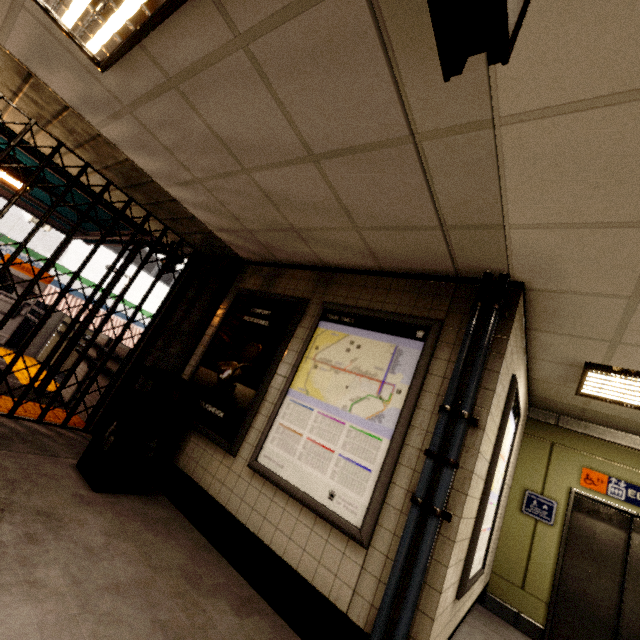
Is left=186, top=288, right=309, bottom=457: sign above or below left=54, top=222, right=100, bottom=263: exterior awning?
below

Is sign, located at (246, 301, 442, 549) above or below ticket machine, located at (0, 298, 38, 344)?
above

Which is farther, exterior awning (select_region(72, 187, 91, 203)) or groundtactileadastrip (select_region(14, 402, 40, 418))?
exterior awning (select_region(72, 187, 91, 203))

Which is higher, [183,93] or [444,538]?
[183,93]

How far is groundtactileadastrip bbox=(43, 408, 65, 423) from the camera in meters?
4.2 m

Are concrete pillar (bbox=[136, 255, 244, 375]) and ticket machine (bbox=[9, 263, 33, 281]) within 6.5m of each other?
yes

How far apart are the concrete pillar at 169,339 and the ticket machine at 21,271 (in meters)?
4.68

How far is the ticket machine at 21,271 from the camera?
7.27m
